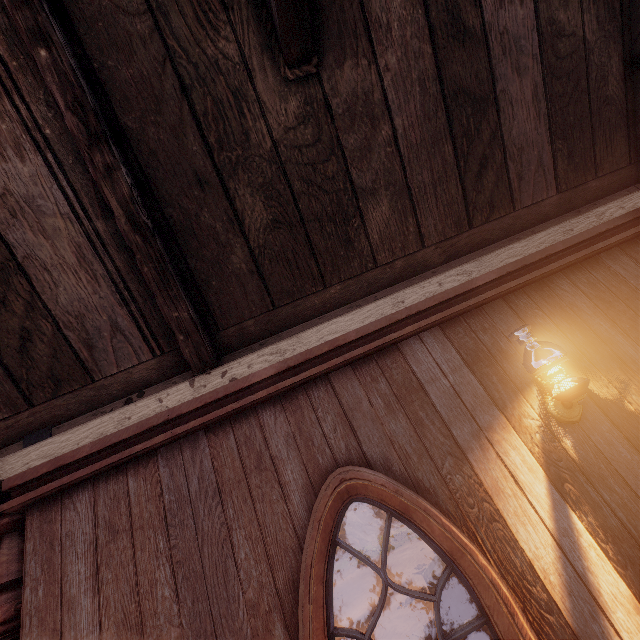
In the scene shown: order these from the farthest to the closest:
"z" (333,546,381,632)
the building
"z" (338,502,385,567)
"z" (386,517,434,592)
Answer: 1. "z" (338,502,385,567)
2. "z" (386,517,434,592)
3. "z" (333,546,381,632)
4. the building

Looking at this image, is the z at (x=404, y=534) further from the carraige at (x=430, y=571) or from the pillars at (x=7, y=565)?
the pillars at (x=7, y=565)

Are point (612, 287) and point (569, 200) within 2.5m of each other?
yes

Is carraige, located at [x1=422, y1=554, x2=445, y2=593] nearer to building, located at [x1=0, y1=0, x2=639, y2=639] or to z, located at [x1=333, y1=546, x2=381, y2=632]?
z, located at [x1=333, y1=546, x2=381, y2=632]

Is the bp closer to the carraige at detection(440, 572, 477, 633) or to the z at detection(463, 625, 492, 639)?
the z at detection(463, 625, 492, 639)

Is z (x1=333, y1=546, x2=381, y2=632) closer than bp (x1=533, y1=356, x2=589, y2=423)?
No

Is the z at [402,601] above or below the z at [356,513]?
below
